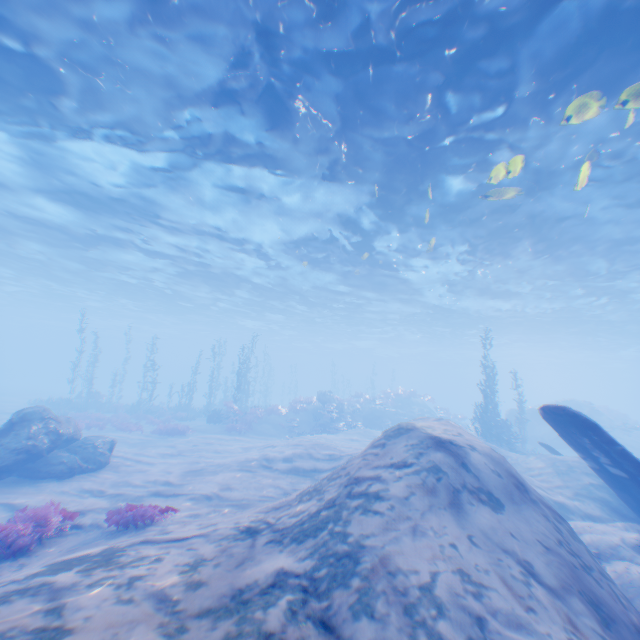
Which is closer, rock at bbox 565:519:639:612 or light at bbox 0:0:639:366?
rock at bbox 565:519:639:612

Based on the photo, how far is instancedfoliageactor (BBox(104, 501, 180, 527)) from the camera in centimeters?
714cm

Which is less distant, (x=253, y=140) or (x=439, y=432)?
(x=439, y=432)

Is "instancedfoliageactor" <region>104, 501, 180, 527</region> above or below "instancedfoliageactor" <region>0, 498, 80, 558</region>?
above

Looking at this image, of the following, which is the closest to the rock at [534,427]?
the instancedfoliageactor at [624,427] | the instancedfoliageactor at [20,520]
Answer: the instancedfoliageactor at [624,427]

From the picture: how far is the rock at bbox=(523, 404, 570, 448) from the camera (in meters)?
24.72

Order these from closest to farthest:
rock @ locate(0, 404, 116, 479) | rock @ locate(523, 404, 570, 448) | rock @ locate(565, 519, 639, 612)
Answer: rock @ locate(565, 519, 639, 612)
rock @ locate(0, 404, 116, 479)
rock @ locate(523, 404, 570, 448)

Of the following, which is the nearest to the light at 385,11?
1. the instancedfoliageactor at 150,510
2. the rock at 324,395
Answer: the instancedfoliageactor at 150,510
